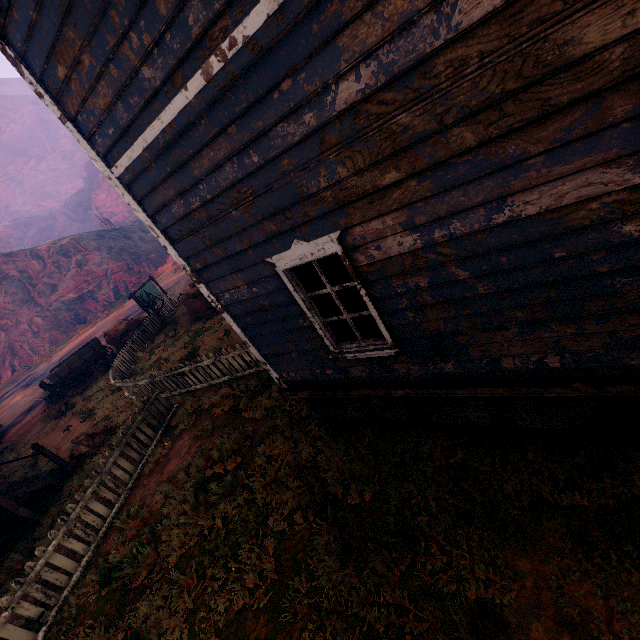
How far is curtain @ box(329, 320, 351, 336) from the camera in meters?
4.3 m

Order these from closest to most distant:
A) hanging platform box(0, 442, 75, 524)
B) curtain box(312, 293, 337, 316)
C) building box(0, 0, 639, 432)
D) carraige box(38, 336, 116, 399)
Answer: building box(0, 0, 639, 432) < curtain box(312, 293, 337, 316) < hanging platform box(0, 442, 75, 524) < carraige box(38, 336, 116, 399)

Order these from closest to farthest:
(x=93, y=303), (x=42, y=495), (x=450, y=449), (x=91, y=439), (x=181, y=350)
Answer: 1. (x=450, y=449)
2. (x=42, y=495)
3. (x=91, y=439)
4. (x=181, y=350)
5. (x=93, y=303)

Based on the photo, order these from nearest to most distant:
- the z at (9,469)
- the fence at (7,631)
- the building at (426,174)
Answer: the building at (426,174)
the fence at (7,631)
the z at (9,469)

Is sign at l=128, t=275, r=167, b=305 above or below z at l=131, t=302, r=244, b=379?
above

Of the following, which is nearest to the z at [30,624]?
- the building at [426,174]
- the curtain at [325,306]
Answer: the building at [426,174]

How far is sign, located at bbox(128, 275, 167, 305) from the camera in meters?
19.5 m

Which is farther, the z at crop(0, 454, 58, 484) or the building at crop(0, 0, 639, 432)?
the z at crop(0, 454, 58, 484)
